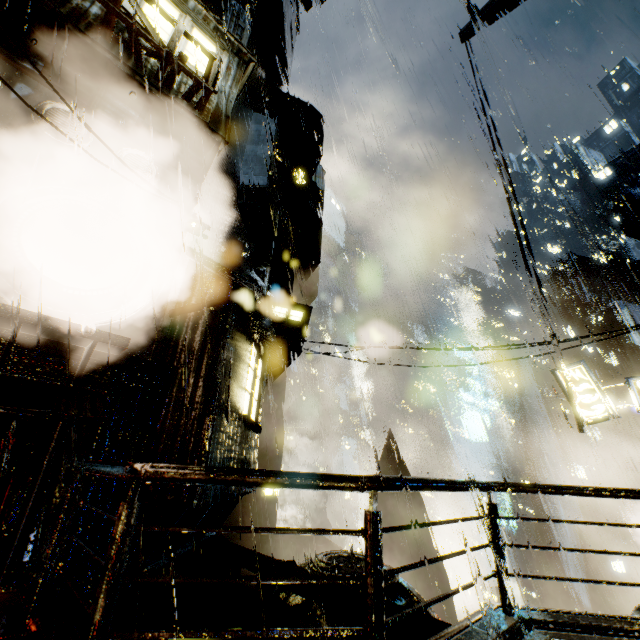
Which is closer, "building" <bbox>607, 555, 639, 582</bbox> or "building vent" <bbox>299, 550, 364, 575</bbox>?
"building vent" <bbox>299, 550, 364, 575</bbox>

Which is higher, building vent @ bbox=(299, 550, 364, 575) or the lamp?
the lamp

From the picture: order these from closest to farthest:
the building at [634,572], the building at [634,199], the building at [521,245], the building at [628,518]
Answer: the building at [521,245] < the building at [634,572] < the building at [628,518] < the building at [634,199]

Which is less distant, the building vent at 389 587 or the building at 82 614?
the building at 82 614

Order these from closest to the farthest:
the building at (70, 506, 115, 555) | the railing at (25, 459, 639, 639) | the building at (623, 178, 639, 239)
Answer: the railing at (25, 459, 639, 639) → the building at (70, 506, 115, 555) → the building at (623, 178, 639, 239)

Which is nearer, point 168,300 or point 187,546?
point 168,300

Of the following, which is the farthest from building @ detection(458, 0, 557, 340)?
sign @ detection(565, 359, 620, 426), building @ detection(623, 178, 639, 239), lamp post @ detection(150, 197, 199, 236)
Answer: building @ detection(623, 178, 639, 239)

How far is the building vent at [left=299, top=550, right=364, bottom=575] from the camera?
9.6m
